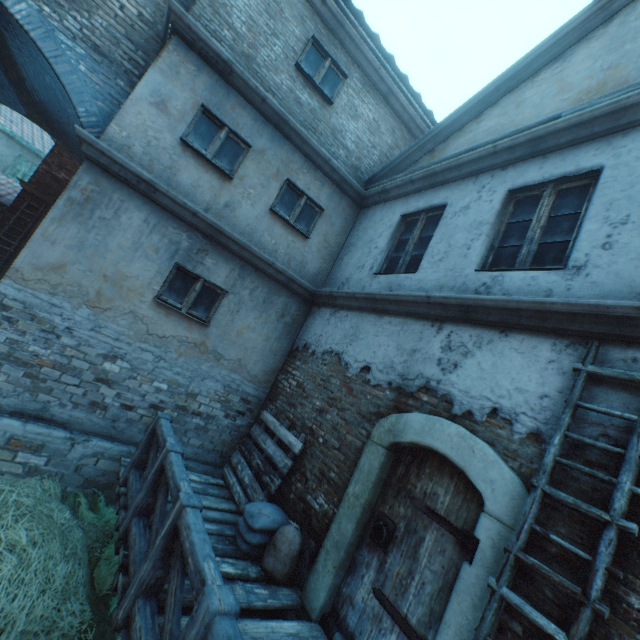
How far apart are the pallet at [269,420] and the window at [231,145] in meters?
4.3 m

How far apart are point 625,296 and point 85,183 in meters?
6.7

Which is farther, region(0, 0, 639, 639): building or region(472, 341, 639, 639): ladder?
region(0, 0, 639, 639): building

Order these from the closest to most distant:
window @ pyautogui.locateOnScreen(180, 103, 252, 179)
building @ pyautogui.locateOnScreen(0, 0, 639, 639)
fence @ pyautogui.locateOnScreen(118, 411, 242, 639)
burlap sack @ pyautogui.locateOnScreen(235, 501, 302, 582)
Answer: fence @ pyautogui.locateOnScreen(118, 411, 242, 639)
building @ pyautogui.locateOnScreen(0, 0, 639, 639)
burlap sack @ pyautogui.locateOnScreen(235, 501, 302, 582)
window @ pyautogui.locateOnScreen(180, 103, 252, 179)

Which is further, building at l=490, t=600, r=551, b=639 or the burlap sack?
the burlap sack

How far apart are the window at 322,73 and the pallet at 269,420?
6.3m

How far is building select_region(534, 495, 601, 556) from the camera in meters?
2.3

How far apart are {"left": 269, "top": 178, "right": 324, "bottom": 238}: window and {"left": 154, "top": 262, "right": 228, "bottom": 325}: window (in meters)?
1.76
